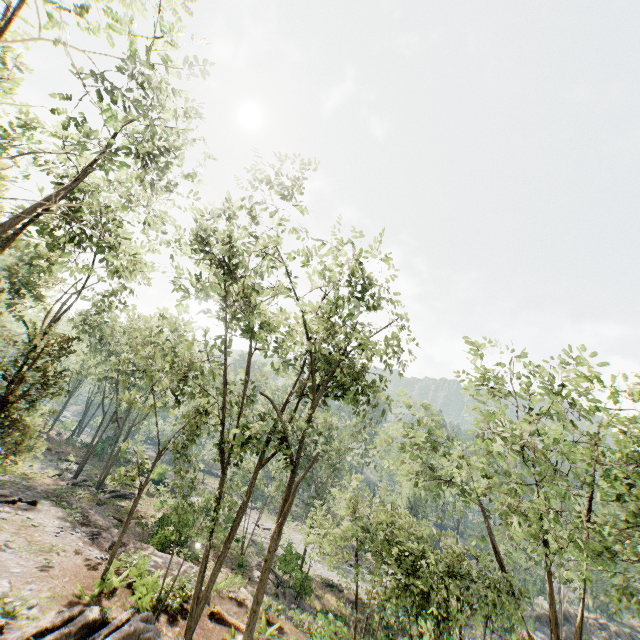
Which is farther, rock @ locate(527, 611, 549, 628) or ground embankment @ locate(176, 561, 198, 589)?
rock @ locate(527, 611, 549, 628)

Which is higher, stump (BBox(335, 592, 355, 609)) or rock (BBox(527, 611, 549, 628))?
rock (BBox(527, 611, 549, 628))

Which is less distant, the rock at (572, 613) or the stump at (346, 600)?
the stump at (346, 600)

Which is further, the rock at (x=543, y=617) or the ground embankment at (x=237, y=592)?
the rock at (x=543, y=617)

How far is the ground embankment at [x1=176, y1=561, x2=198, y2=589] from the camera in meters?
15.3 m

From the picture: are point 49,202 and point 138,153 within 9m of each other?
yes

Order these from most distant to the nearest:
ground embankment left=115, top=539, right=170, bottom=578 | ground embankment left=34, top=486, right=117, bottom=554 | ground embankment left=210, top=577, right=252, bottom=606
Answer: ground embankment left=34, top=486, right=117, bottom=554, ground embankment left=210, top=577, right=252, bottom=606, ground embankment left=115, top=539, right=170, bottom=578

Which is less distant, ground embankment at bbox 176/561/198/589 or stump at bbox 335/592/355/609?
ground embankment at bbox 176/561/198/589
